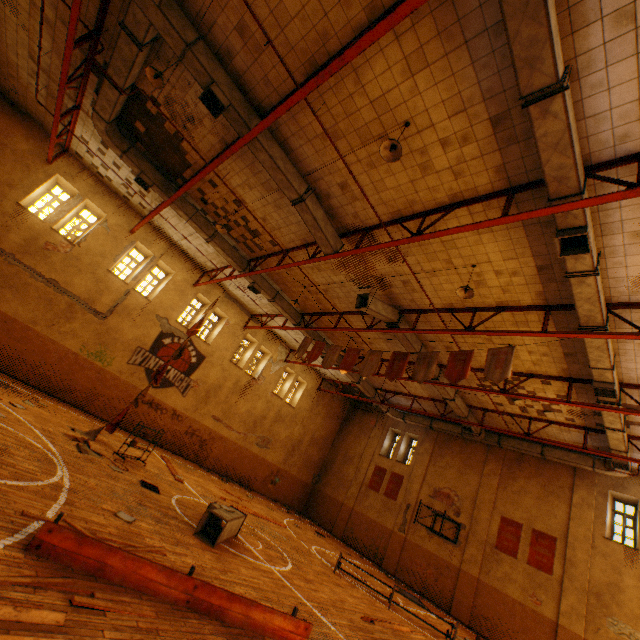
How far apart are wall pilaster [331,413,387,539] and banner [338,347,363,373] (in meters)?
13.05

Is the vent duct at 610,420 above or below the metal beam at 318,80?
above

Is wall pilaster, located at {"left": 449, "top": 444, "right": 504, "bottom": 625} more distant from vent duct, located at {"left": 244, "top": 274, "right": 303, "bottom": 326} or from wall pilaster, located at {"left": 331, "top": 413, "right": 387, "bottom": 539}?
wall pilaster, located at {"left": 331, "top": 413, "right": 387, "bottom": 539}

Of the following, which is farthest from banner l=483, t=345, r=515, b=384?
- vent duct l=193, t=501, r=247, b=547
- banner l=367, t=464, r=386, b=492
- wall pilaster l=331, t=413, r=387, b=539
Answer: wall pilaster l=331, t=413, r=387, b=539

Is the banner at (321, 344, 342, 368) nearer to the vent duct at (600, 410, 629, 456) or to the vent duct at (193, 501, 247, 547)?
the vent duct at (600, 410, 629, 456)

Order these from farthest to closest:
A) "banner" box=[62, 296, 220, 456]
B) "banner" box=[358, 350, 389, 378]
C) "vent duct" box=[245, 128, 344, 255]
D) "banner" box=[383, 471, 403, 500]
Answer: "banner" box=[383, 471, 403, 500] < "banner" box=[358, 350, 389, 378] < "banner" box=[62, 296, 220, 456] < "vent duct" box=[245, 128, 344, 255]

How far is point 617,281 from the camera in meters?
7.6 m

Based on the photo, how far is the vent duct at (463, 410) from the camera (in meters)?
15.28
